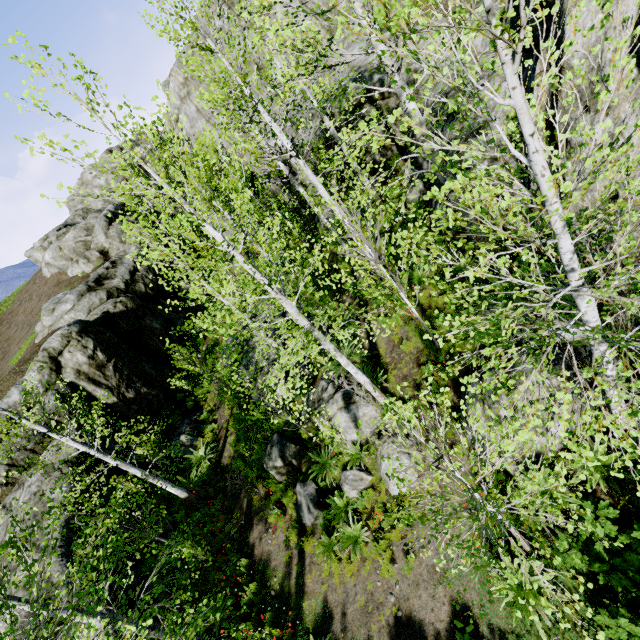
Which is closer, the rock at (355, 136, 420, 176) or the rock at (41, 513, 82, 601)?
the rock at (41, 513, 82, 601)

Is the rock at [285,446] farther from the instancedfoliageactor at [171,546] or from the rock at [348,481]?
the instancedfoliageactor at [171,546]

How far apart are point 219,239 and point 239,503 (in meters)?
10.50

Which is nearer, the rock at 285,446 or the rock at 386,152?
the rock at 285,446

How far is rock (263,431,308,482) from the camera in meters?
10.9 m

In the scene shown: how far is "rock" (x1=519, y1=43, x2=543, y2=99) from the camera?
6.6m

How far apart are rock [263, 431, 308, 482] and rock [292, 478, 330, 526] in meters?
0.4 m

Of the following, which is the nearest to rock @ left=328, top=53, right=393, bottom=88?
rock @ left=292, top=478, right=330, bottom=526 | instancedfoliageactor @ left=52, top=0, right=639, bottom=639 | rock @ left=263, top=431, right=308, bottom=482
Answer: instancedfoliageactor @ left=52, top=0, right=639, bottom=639
